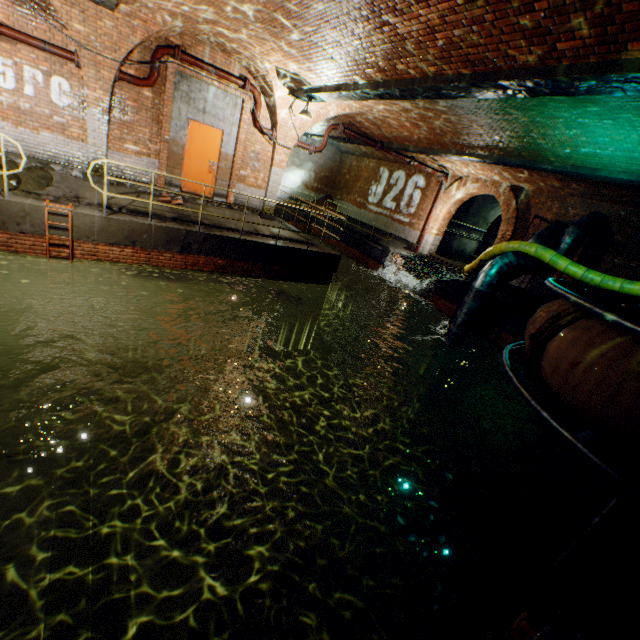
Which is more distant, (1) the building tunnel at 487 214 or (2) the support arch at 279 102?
(1) the building tunnel at 487 214

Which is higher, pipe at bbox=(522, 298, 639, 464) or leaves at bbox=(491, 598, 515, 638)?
pipe at bbox=(522, 298, 639, 464)

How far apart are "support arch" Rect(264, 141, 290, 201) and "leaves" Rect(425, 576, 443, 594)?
11.10m

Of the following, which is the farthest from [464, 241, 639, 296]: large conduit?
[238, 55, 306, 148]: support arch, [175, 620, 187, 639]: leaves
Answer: [238, 55, 306, 148]: support arch

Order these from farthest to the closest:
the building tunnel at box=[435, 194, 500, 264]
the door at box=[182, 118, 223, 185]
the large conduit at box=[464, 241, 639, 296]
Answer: the building tunnel at box=[435, 194, 500, 264], the door at box=[182, 118, 223, 185], the large conduit at box=[464, 241, 639, 296]

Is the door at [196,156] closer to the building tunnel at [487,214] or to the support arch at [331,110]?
the support arch at [331,110]

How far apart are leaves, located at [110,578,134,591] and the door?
10.4m

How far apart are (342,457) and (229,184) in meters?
10.0 m
